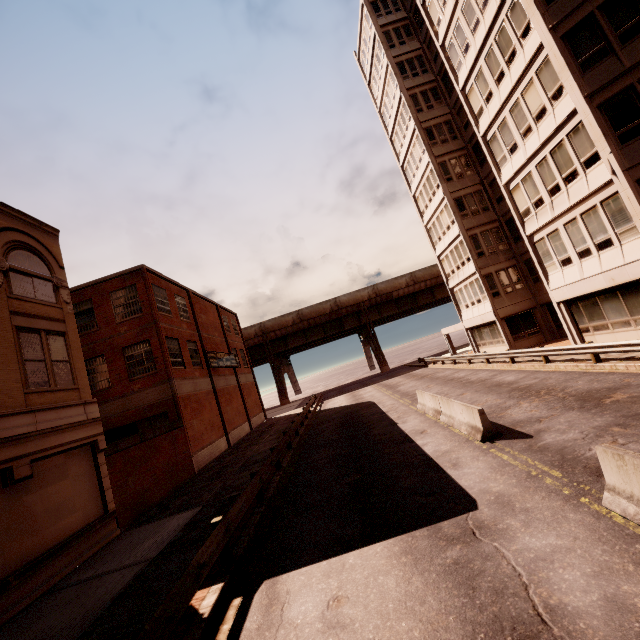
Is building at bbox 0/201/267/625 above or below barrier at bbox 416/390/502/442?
above

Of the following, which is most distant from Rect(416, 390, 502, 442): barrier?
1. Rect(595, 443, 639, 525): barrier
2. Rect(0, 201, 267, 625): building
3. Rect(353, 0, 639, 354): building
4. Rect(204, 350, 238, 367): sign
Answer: Rect(204, 350, 238, 367): sign

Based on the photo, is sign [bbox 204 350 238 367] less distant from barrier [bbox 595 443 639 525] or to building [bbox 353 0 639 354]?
building [bbox 353 0 639 354]

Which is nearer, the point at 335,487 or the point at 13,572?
the point at 13,572

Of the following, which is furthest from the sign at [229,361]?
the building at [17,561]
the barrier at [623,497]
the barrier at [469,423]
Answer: the barrier at [623,497]

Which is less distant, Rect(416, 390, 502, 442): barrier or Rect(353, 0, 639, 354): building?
Rect(416, 390, 502, 442): barrier

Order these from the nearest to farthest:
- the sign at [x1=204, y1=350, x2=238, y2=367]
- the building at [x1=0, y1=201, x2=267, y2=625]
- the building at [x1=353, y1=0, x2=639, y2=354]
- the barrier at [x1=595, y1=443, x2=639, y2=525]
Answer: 1. the barrier at [x1=595, y1=443, x2=639, y2=525]
2. the building at [x1=0, y1=201, x2=267, y2=625]
3. the building at [x1=353, y1=0, x2=639, y2=354]
4. the sign at [x1=204, y1=350, x2=238, y2=367]

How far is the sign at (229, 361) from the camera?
27.4m
